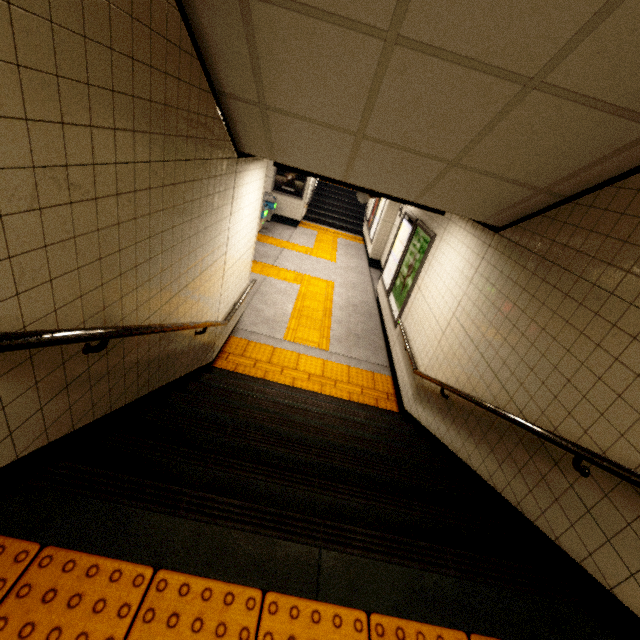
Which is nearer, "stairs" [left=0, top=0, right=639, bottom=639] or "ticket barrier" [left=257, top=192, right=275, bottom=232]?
"stairs" [left=0, top=0, right=639, bottom=639]

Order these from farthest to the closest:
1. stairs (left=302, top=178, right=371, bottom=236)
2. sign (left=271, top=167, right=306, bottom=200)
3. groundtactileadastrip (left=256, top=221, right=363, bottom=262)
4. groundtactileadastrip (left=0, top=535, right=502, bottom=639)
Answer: stairs (left=302, top=178, right=371, bottom=236), sign (left=271, top=167, right=306, bottom=200), groundtactileadastrip (left=256, top=221, right=363, bottom=262), groundtactileadastrip (left=0, top=535, right=502, bottom=639)

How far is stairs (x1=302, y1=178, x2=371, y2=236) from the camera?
15.2 meters

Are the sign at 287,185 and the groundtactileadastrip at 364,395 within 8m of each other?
no

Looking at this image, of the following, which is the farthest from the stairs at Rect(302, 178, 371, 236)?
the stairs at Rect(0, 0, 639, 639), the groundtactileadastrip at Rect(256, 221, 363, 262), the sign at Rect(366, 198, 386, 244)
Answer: the stairs at Rect(0, 0, 639, 639)

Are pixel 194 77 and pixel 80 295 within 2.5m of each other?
yes

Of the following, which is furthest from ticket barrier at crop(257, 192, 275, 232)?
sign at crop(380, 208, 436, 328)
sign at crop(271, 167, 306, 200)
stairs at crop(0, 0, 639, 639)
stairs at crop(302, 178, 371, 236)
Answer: stairs at crop(0, 0, 639, 639)

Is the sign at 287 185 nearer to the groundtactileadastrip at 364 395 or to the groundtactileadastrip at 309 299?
the groundtactileadastrip at 309 299
